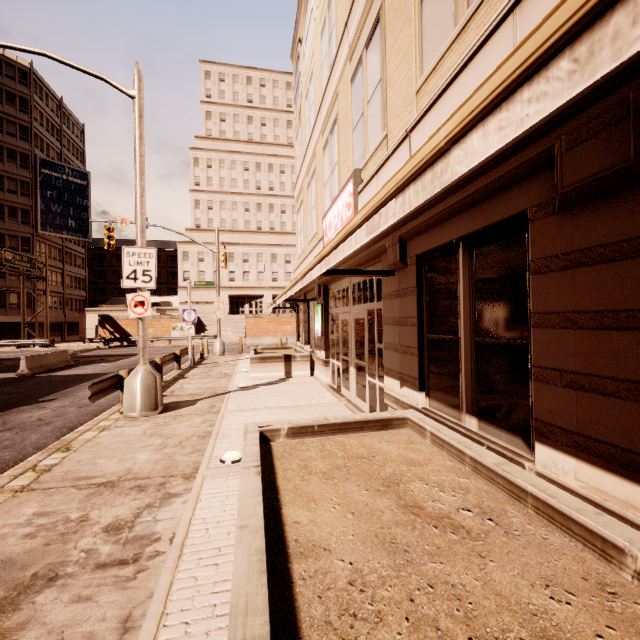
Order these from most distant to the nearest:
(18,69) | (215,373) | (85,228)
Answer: (85,228), (18,69), (215,373)

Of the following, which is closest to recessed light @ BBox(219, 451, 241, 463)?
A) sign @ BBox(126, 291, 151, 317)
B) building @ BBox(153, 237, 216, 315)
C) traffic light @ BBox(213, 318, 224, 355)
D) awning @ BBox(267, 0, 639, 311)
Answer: awning @ BBox(267, 0, 639, 311)

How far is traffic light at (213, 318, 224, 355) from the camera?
23.0m

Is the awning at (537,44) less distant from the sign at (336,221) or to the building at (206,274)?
the sign at (336,221)

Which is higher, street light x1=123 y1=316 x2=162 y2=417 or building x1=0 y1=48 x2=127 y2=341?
building x1=0 y1=48 x2=127 y2=341

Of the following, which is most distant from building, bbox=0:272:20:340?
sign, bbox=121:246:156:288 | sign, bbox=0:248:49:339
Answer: sign, bbox=121:246:156:288

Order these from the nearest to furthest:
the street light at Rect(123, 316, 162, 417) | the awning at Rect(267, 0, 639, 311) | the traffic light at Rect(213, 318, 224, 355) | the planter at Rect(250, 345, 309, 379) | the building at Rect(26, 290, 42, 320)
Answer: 1. the awning at Rect(267, 0, 639, 311)
2. the street light at Rect(123, 316, 162, 417)
3. the planter at Rect(250, 345, 309, 379)
4. the traffic light at Rect(213, 318, 224, 355)
5. the building at Rect(26, 290, 42, 320)

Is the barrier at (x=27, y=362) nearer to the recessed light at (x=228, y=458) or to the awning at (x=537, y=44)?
the awning at (x=537, y=44)
